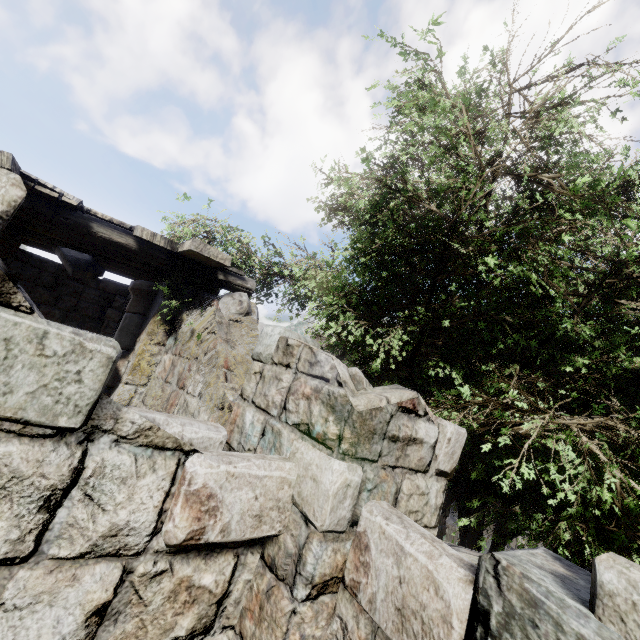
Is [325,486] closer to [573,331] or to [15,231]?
[573,331]

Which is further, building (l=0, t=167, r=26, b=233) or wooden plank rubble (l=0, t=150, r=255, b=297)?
→ wooden plank rubble (l=0, t=150, r=255, b=297)

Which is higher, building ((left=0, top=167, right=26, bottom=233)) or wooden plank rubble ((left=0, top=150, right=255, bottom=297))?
wooden plank rubble ((left=0, top=150, right=255, bottom=297))

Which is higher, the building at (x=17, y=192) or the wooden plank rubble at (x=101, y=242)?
the wooden plank rubble at (x=101, y=242)
